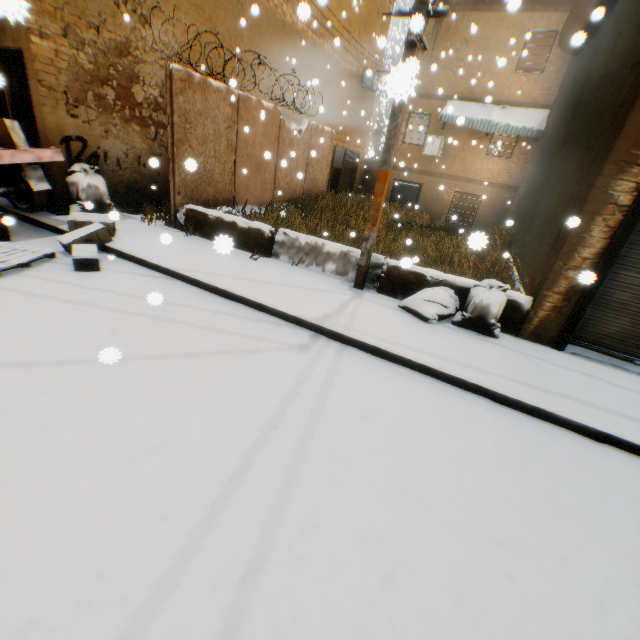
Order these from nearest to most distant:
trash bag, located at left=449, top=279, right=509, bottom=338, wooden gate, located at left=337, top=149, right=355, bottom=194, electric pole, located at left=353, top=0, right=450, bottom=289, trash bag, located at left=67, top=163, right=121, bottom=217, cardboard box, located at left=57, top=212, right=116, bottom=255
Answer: electric pole, located at left=353, top=0, right=450, bottom=289, trash bag, located at left=449, top=279, right=509, bottom=338, cardboard box, located at left=57, top=212, right=116, bottom=255, trash bag, located at left=67, top=163, right=121, bottom=217, wooden gate, located at left=337, top=149, right=355, bottom=194

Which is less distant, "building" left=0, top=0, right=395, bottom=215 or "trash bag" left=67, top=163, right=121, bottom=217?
"building" left=0, top=0, right=395, bottom=215

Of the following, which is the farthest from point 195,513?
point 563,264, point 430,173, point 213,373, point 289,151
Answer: point 430,173

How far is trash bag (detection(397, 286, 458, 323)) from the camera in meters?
5.1 m

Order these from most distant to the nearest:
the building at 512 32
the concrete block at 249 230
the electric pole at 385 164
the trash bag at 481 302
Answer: the concrete block at 249 230 < the trash bag at 481 302 < the building at 512 32 < the electric pole at 385 164

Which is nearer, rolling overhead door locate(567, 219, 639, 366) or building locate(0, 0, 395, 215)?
rolling overhead door locate(567, 219, 639, 366)

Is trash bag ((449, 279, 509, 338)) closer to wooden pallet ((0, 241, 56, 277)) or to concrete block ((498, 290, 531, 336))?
concrete block ((498, 290, 531, 336))

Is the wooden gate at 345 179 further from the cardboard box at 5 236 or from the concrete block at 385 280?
the cardboard box at 5 236
